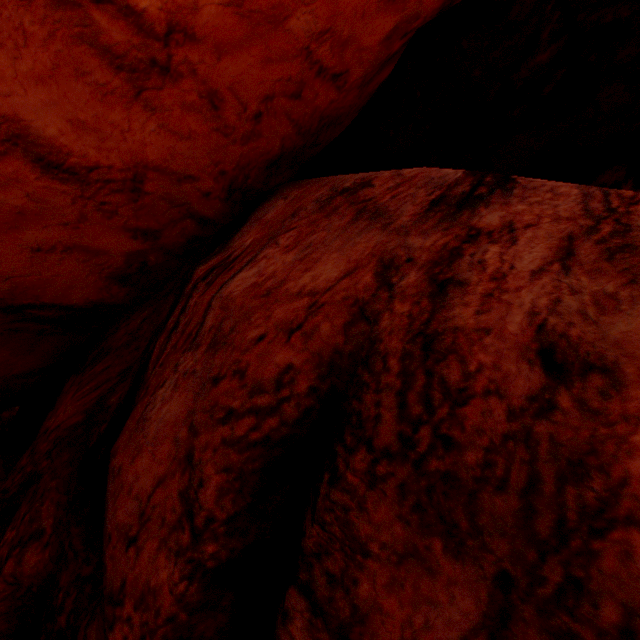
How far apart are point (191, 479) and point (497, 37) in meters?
8.7 m
